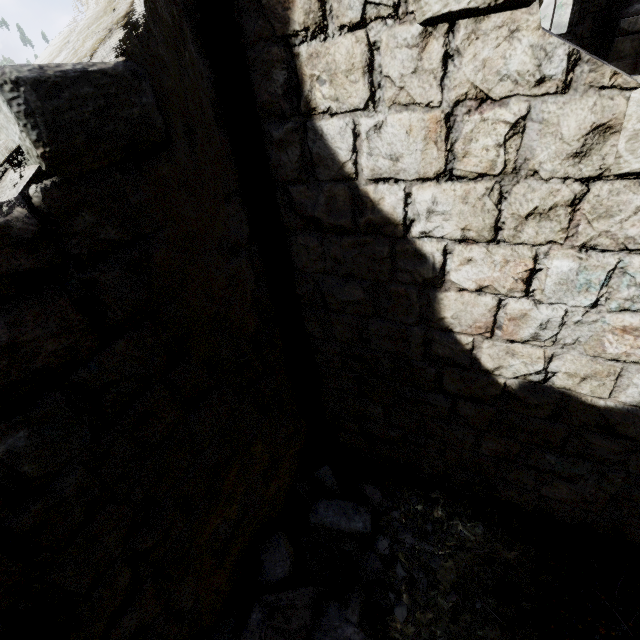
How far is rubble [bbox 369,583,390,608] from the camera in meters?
4.0 m

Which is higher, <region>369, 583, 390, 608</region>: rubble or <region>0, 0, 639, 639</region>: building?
<region>0, 0, 639, 639</region>: building

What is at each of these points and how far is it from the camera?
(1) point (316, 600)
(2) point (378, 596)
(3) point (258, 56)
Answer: (1) rubble, 3.8m
(2) rubble, 4.0m
(3) building, 2.4m

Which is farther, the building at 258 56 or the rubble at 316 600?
the rubble at 316 600

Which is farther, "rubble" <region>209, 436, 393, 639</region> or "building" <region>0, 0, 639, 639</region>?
"rubble" <region>209, 436, 393, 639</region>
